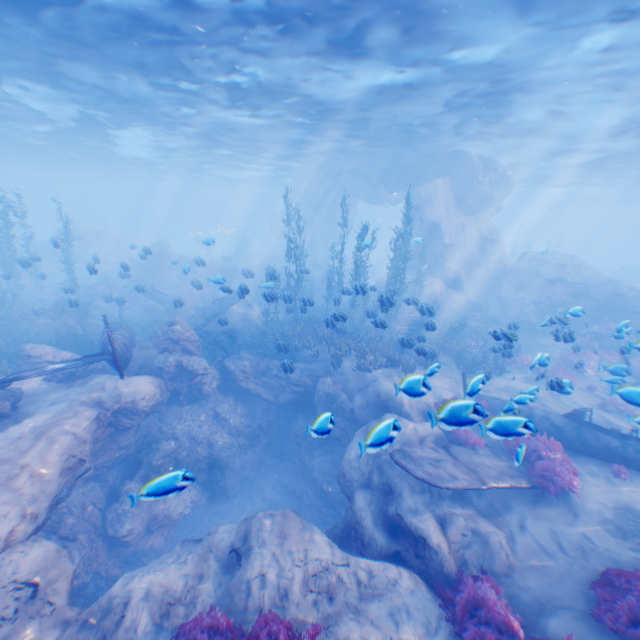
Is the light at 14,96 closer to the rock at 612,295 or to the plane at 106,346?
the rock at 612,295

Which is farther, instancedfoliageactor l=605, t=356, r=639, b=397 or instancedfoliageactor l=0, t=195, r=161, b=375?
instancedfoliageactor l=0, t=195, r=161, b=375

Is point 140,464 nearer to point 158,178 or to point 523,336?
point 523,336

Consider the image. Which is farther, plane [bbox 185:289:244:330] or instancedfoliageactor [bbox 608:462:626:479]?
plane [bbox 185:289:244:330]

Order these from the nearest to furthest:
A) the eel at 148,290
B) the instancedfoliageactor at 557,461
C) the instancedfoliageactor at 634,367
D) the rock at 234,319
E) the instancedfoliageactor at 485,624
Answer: the instancedfoliageactor at 557,461, the instancedfoliageactor at 485,624, the instancedfoliageactor at 634,367, the rock at 234,319, the eel at 148,290

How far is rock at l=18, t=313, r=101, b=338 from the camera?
15.80m

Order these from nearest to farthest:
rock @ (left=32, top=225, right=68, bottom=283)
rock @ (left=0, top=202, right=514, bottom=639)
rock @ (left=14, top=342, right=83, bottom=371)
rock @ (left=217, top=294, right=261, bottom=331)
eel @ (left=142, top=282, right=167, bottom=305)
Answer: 1. rock @ (left=0, top=202, right=514, bottom=639)
2. rock @ (left=14, top=342, right=83, bottom=371)
3. rock @ (left=32, top=225, right=68, bottom=283)
4. rock @ (left=217, top=294, right=261, bottom=331)
5. eel @ (left=142, top=282, right=167, bottom=305)

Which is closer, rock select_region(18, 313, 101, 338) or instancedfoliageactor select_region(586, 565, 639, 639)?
instancedfoliageactor select_region(586, 565, 639, 639)
